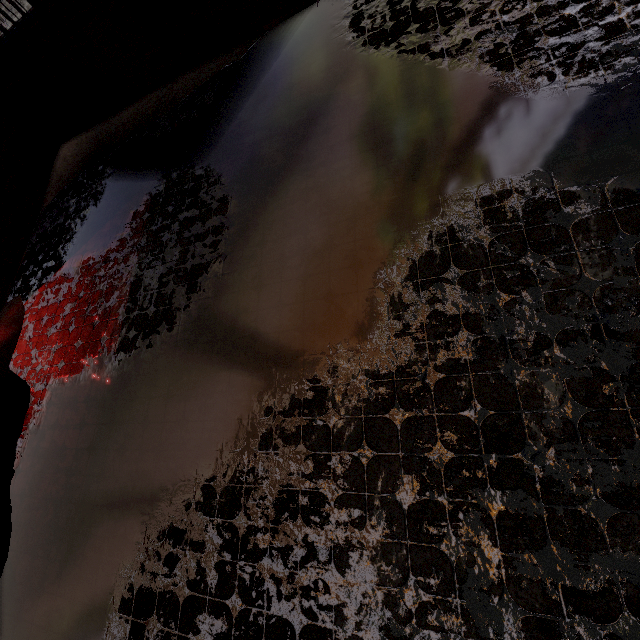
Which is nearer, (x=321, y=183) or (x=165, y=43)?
(x=321, y=183)
